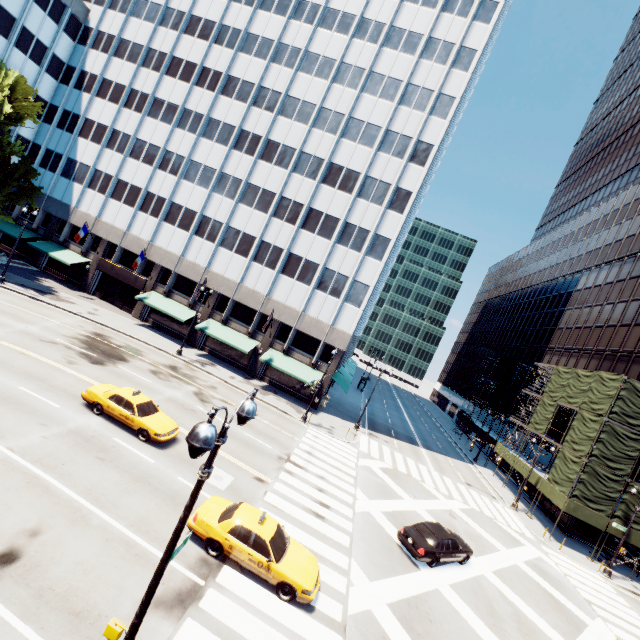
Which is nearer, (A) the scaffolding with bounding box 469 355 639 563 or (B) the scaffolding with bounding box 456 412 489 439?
(A) the scaffolding with bounding box 469 355 639 563

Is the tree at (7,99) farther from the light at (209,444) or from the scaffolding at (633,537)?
the scaffolding at (633,537)

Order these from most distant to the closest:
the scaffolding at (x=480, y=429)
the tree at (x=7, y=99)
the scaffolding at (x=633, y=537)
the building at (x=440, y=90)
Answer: the scaffolding at (x=480, y=429)
the building at (x=440, y=90)
the tree at (x=7, y=99)
the scaffolding at (x=633, y=537)

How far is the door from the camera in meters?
39.4

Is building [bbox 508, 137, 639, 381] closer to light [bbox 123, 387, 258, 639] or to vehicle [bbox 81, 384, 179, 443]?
vehicle [bbox 81, 384, 179, 443]

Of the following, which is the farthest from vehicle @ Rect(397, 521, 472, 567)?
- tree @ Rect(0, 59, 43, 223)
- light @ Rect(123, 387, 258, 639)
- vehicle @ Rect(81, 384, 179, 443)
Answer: tree @ Rect(0, 59, 43, 223)

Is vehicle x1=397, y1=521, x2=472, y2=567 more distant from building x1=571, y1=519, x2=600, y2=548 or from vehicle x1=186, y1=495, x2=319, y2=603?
building x1=571, y1=519, x2=600, y2=548

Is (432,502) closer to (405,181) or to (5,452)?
(5,452)
